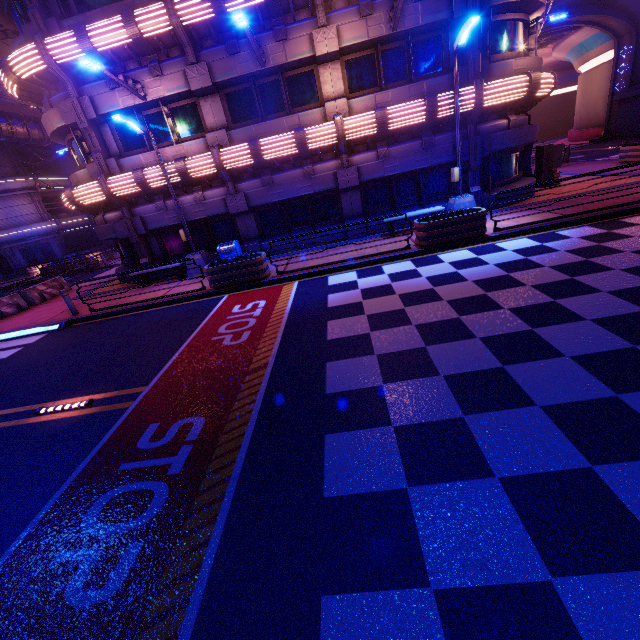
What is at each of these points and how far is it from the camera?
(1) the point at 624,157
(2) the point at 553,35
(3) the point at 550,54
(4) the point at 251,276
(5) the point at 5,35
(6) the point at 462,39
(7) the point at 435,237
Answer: (1) plant holder, 18.0 meters
(2) vent, 32.7 meters
(3) tunnel, 45.9 meters
(4) plant holder, 11.5 meters
(5) awning, 16.0 meters
(6) street light, 10.3 meters
(7) plant holder, 10.7 meters

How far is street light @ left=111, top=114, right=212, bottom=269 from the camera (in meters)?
11.05

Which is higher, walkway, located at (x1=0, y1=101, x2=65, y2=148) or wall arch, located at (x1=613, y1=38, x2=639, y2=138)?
walkway, located at (x1=0, y1=101, x2=65, y2=148)

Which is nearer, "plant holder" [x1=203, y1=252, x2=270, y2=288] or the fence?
"plant holder" [x1=203, y1=252, x2=270, y2=288]

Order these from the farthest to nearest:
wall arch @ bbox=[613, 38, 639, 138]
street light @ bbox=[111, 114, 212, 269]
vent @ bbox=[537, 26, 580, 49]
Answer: vent @ bbox=[537, 26, 580, 49] < wall arch @ bbox=[613, 38, 639, 138] < street light @ bbox=[111, 114, 212, 269]

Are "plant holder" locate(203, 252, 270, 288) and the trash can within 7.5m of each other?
yes

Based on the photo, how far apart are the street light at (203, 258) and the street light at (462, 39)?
10.0 meters

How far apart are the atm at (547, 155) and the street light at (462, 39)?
5.95m
